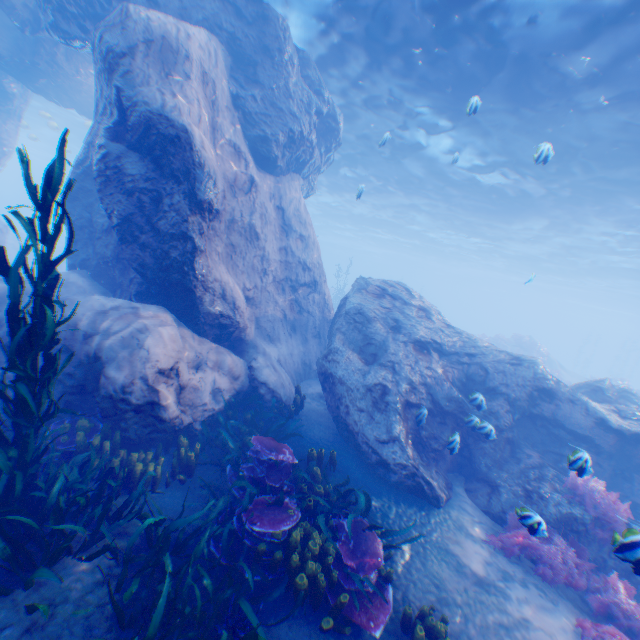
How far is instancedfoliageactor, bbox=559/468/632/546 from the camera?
6.4 meters

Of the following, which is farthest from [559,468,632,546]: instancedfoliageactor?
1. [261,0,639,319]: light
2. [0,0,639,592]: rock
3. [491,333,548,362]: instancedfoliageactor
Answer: [491,333,548,362]: instancedfoliageactor

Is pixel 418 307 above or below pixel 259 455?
above

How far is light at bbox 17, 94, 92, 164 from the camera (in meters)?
23.55

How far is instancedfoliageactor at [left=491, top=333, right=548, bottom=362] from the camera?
28.8m

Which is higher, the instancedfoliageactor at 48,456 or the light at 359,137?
the light at 359,137

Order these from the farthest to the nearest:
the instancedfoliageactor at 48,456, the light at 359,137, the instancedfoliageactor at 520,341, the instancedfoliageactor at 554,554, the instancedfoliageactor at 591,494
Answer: the instancedfoliageactor at 520,341 < the light at 359,137 < the instancedfoliageactor at 591,494 < the instancedfoliageactor at 554,554 < the instancedfoliageactor at 48,456
